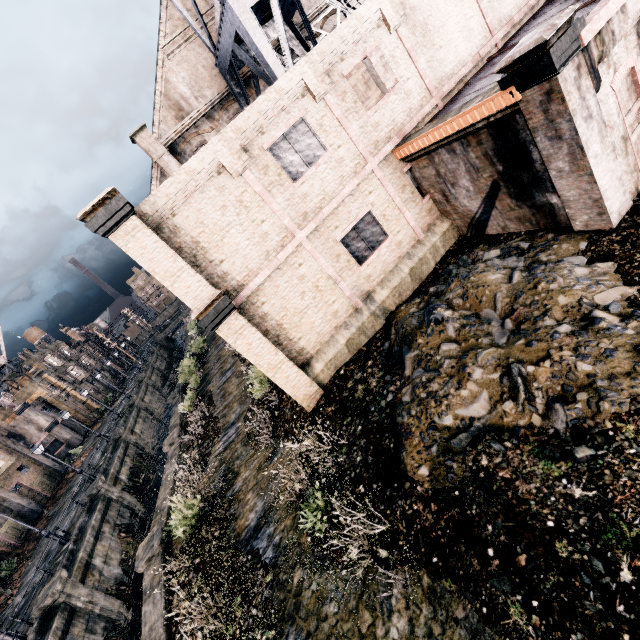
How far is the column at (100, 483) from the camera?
25.2m

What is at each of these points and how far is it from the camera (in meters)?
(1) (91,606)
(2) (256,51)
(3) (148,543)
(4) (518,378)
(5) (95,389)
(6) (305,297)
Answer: (1) column, 18.22
(2) water tower, 16.42
(3) column, 14.98
(4) stone debris, 7.92
(5) building, 59.81
(6) building, 13.63

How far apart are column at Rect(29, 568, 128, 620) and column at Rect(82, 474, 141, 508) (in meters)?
7.20

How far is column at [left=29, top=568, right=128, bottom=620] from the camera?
17.1m

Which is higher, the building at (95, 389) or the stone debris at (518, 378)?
the building at (95, 389)

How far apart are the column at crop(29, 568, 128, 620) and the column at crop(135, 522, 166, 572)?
6.8m

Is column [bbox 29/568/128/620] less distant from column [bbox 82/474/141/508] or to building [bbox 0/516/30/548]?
column [bbox 82/474/141/508]

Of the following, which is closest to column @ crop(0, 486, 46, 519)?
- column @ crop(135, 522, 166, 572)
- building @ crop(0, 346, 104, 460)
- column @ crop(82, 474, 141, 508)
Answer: column @ crop(82, 474, 141, 508)
